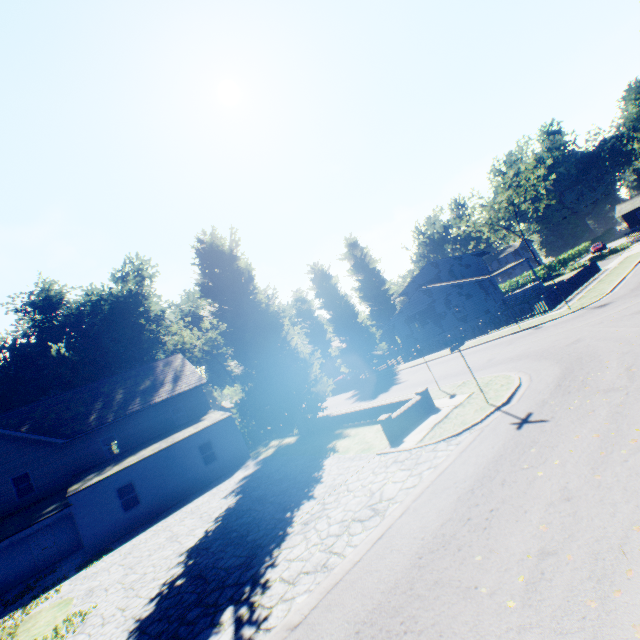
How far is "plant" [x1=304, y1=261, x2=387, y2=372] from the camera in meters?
38.3 m

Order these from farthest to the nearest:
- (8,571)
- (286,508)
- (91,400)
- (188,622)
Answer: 1. (91,400)
2. (8,571)
3. (286,508)
4. (188,622)

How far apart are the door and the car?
25.6 meters

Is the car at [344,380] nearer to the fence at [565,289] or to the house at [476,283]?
the fence at [565,289]

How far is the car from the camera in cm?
3534

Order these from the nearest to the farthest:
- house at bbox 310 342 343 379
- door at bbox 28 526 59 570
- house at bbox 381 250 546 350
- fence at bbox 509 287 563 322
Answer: door at bbox 28 526 59 570, fence at bbox 509 287 563 322, house at bbox 381 250 546 350, house at bbox 310 342 343 379

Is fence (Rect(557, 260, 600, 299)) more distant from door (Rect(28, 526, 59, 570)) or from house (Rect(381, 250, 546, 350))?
door (Rect(28, 526, 59, 570))

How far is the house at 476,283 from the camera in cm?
3381
